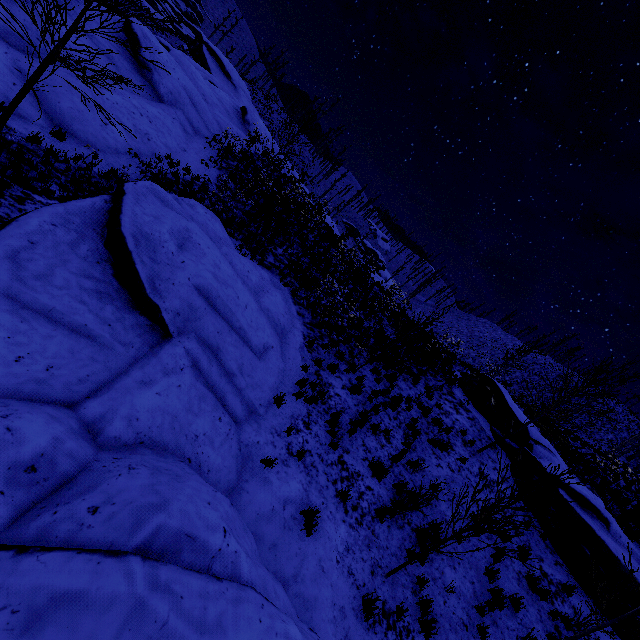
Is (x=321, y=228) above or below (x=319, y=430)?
above

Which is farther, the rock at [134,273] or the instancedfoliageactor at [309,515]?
the instancedfoliageactor at [309,515]

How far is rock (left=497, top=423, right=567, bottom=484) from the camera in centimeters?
1189cm

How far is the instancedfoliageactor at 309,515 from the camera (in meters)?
6.25

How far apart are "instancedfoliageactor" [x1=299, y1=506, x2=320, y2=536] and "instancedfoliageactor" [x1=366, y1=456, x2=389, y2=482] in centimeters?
253cm

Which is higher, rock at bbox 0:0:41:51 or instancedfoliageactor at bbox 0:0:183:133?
instancedfoliageactor at bbox 0:0:183:133

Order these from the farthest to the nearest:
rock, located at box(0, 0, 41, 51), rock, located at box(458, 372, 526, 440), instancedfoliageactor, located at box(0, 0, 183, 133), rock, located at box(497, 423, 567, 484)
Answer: rock, located at box(458, 372, 526, 440), rock, located at box(497, 423, 567, 484), rock, located at box(0, 0, 41, 51), instancedfoliageactor, located at box(0, 0, 183, 133)

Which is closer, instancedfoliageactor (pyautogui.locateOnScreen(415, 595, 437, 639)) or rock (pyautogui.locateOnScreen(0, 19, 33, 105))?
instancedfoliageactor (pyautogui.locateOnScreen(415, 595, 437, 639))
